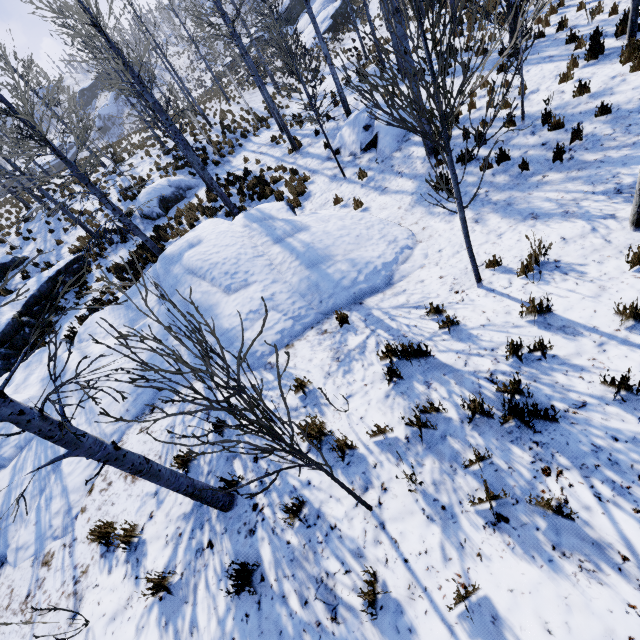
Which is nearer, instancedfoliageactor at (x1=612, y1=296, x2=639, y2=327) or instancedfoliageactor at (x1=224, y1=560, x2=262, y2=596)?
instancedfoliageactor at (x1=224, y1=560, x2=262, y2=596)

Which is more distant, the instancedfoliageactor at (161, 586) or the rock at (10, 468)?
the rock at (10, 468)

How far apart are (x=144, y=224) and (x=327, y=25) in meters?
31.1

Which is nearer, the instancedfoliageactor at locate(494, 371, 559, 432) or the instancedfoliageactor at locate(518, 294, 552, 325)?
the instancedfoliageactor at locate(494, 371, 559, 432)

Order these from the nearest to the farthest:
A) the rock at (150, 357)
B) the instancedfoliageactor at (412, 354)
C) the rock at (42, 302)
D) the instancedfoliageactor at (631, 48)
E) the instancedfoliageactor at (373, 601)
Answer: the instancedfoliageactor at (373, 601)
the instancedfoliageactor at (412, 354)
the rock at (150, 357)
the instancedfoliageactor at (631, 48)
the rock at (42, 302)

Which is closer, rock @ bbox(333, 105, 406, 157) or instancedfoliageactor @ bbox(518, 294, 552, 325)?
instancedfoliageactor @ bbox(518, 294, 552, 325)

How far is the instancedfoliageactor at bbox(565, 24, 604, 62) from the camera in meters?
7.7

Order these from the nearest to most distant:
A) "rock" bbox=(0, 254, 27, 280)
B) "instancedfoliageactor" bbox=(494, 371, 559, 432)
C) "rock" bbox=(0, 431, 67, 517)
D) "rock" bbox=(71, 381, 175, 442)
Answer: "instancedfoliageactor" bbox=(494, 371, 559, 432), "rock" bbox=(0, 431, 67, 517), "rock" bbox=(71, 381, 175, 442), "rock" bbox=(0, 254, 27, 280)
